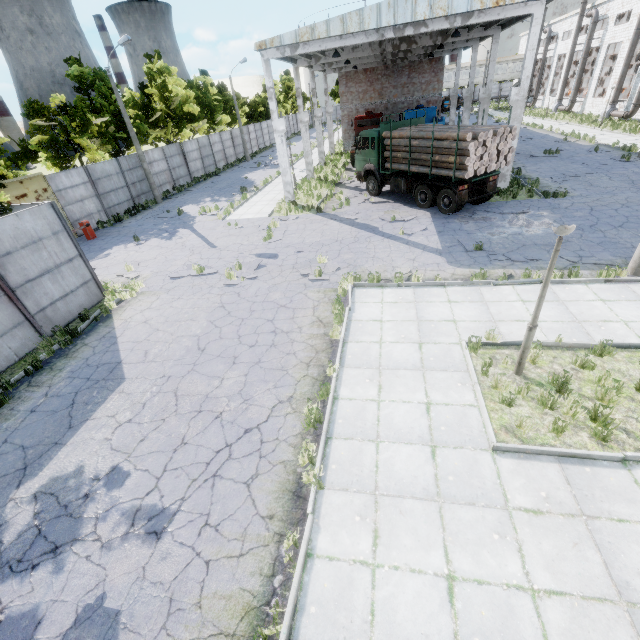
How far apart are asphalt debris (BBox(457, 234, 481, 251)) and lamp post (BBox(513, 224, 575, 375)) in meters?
5.8

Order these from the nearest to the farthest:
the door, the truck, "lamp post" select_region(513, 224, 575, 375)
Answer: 1. "lamp post" select_region(513, 224, 575, 375)
2. the truck
3. the door

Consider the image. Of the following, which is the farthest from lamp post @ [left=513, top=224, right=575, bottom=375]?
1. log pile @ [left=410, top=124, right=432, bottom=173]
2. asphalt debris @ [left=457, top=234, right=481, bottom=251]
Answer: log pile @ [left=410, top=124, right=432, bottom=173]

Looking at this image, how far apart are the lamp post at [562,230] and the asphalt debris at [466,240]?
5.8 meters

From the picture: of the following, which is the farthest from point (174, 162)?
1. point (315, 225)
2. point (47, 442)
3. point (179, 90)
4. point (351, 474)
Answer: point (351, 474)

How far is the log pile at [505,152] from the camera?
13.72m

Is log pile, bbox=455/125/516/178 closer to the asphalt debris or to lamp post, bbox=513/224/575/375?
the asphalt debris

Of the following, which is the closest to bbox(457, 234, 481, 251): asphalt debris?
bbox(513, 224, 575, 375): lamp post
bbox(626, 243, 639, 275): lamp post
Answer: bbox(626, 243, 639, 275): lamp post
